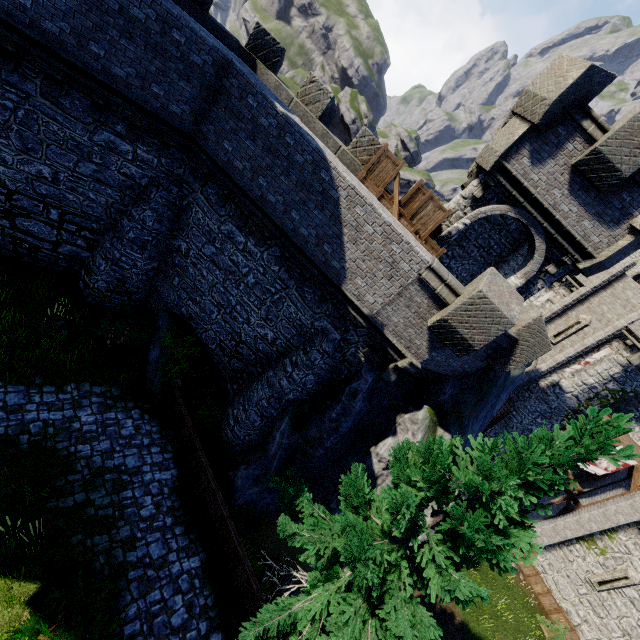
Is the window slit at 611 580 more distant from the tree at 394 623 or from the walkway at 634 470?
the tree at 394 623

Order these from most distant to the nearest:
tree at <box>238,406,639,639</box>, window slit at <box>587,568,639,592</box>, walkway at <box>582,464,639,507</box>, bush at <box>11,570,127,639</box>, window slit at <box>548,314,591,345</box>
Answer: window slit at <box>548,314,591,345</box>, walkway at <box>582,464,639,507</box>, window slit at <box>587,568,639,592</box>, bush at <box>11,570,127,639</box>, tree at <box>238,406,639,639</box>

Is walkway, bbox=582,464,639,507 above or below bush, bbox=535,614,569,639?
above

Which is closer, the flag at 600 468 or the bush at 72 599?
the bush at 72 599

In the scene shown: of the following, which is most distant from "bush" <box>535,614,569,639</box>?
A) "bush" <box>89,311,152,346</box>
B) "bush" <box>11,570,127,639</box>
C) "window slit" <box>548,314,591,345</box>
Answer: "bush" <box>89,311,152,346</box>

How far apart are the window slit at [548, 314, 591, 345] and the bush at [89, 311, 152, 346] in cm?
2550

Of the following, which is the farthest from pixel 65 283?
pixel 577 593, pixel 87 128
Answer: pixel 577 593

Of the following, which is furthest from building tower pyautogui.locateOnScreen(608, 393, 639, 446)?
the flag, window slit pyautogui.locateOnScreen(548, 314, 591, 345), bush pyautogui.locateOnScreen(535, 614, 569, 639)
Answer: bush pyautogui.locateOnScreen(535, 614, 569, 639)
